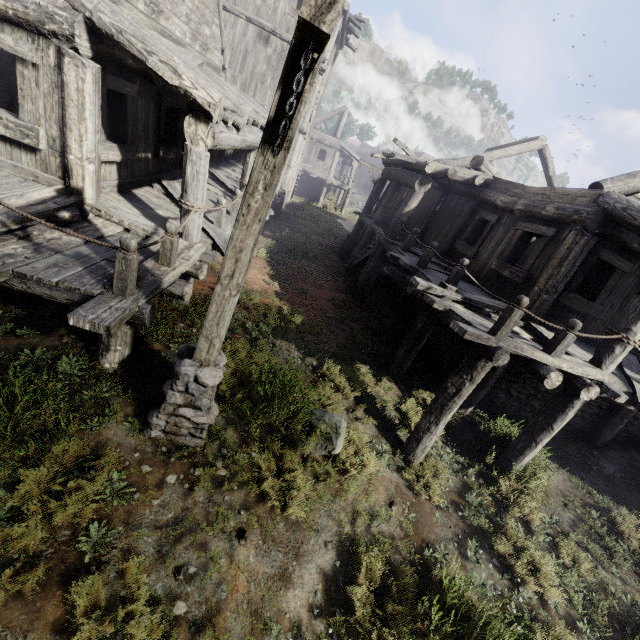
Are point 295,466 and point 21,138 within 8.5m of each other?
yes

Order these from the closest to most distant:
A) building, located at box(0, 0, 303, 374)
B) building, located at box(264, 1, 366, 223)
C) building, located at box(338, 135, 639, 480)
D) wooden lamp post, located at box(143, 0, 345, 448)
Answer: wooden lamp post, located at box(143, 0, 345, 448)
building, located at box(0, 0, 303, 374)
building, located at box(338, 135, 639, 480)
building, located at box(264, 1, 366, 223)

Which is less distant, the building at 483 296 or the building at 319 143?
the building at 483 296

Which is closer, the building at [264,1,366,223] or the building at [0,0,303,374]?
the building at [0,0,303,374]

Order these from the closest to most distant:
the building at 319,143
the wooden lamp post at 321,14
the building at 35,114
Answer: the wooden lamp post at 321,14 < the building at 35,114 < the building at 319,143

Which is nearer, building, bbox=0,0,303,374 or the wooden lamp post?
the wooden lamp post
